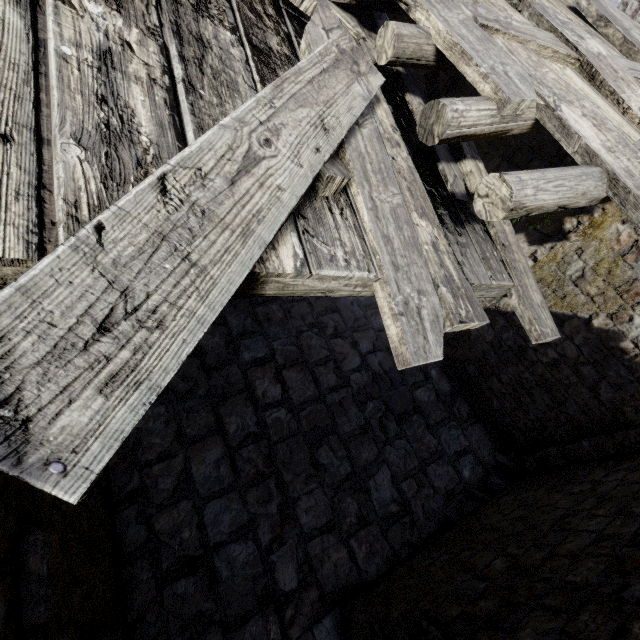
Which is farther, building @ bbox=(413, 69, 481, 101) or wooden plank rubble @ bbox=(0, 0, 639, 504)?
building @ bbox=(413, 69, 481, 101)

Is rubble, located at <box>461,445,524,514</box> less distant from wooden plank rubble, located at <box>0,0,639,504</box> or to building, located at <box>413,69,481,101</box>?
building, located at <box>413,69,481,101</box>

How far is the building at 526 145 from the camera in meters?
6.4 m

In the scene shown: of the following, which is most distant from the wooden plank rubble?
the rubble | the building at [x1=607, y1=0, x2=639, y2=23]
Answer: the rubble

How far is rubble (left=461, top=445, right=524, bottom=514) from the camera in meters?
Answer: 7.5

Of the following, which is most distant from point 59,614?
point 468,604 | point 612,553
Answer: point 612,553

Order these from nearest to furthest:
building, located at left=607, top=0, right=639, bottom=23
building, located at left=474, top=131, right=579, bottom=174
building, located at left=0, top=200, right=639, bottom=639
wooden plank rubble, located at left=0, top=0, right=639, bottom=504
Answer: wooden plank rubble, located at left=0, top=0, right=639, bottom=504
building, located at left=0, top=200, right=639, bottom=639
building, located at left=474, top=131, right=579, bottom=174
building, located at left=607, top=0, right=639, bottom=23
